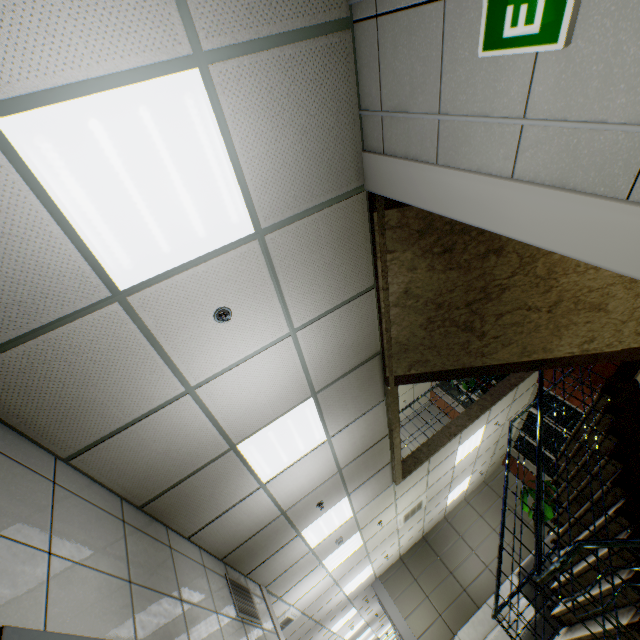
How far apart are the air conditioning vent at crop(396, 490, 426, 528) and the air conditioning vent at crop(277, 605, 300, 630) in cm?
297

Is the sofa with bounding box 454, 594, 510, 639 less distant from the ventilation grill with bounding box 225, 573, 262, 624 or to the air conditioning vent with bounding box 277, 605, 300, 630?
the air conditioning vent with bounding box 277, 605, 300, 630

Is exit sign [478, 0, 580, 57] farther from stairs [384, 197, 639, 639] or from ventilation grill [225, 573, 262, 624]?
ventilation grill [225, 573, 262, 624]

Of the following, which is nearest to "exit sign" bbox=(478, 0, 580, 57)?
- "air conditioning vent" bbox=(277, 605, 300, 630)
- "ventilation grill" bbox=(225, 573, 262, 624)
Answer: "ventilation grill" bbox=(225, 573, 262, 624)

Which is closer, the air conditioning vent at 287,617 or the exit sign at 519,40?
the exit sign at 519,40

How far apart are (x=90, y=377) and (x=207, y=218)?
1.34m

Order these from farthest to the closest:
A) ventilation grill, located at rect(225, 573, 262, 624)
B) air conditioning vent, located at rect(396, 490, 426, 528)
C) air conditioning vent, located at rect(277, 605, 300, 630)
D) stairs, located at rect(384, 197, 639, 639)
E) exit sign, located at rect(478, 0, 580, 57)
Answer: air conditioning vent, located at rect(396, 490, 426, 528) → air conditioning vent, located at rect(277, 605, 300, 630) → ventilation grill, located at rect(225, 573, 262, 624) → stairs, located at rect(384, 197, 639, 639) → exit sign, located at rect(478, 0, 580, 57)

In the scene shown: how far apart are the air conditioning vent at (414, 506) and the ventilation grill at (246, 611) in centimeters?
429cm
